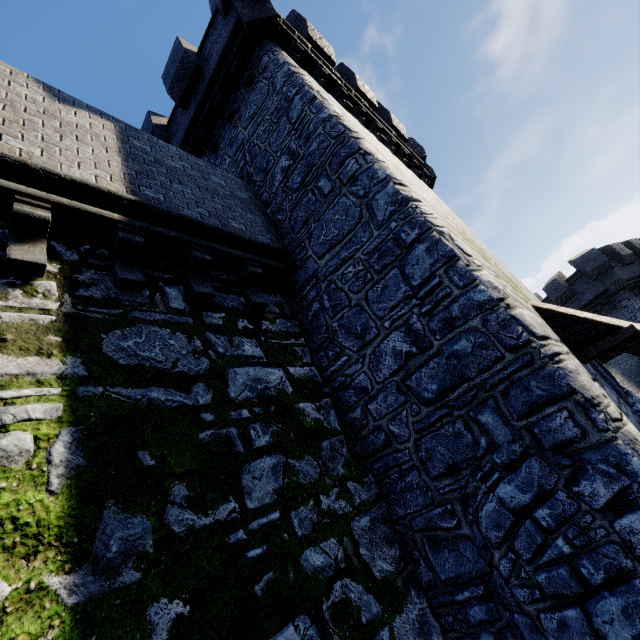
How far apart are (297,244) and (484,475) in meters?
5.0

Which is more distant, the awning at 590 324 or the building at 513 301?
the awning at 590 324

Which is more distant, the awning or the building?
the awning
